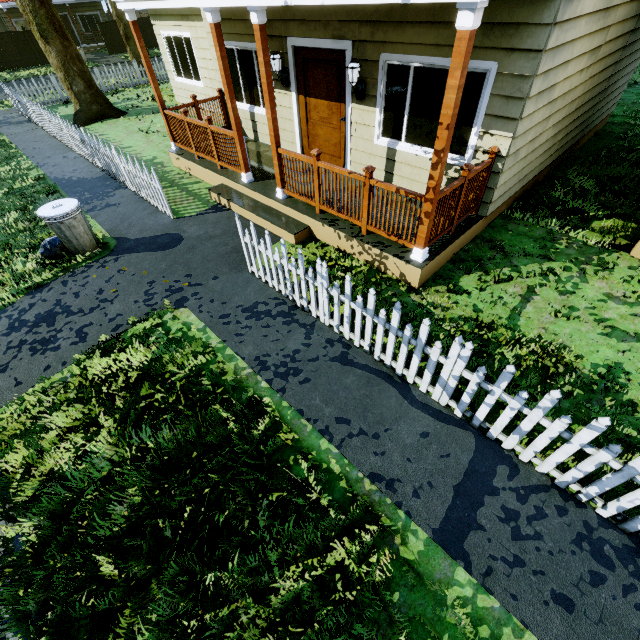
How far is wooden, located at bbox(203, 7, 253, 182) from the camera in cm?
519

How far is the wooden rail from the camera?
7.4m

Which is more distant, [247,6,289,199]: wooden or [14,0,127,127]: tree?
[14,0,127,127]: tree

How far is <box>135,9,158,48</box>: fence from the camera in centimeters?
2827cm

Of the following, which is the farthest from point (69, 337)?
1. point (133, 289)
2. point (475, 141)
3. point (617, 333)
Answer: point (617, 333)

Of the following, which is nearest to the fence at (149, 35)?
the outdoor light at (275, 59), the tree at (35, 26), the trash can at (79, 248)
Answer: the tree at (35, 26)

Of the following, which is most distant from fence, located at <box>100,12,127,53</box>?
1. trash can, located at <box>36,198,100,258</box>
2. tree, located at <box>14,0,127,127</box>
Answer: trash can, located at <box>36,198,100,258</box>

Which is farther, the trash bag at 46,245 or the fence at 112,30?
the fence at 112,30
